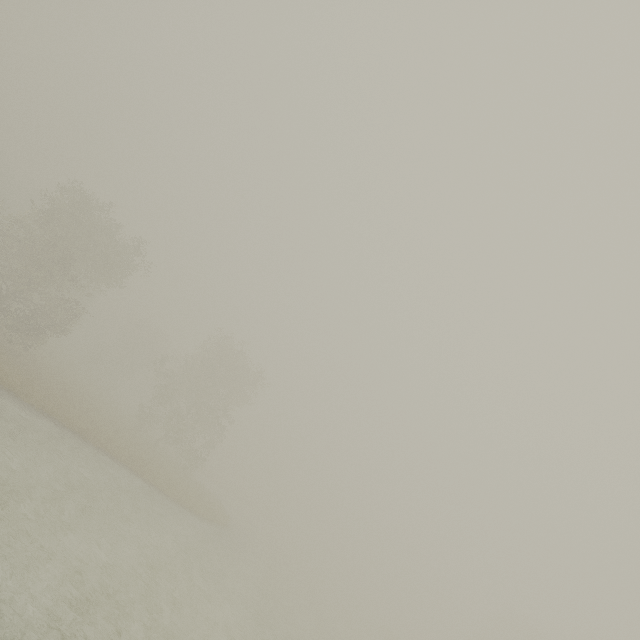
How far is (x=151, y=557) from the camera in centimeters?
1449cm
